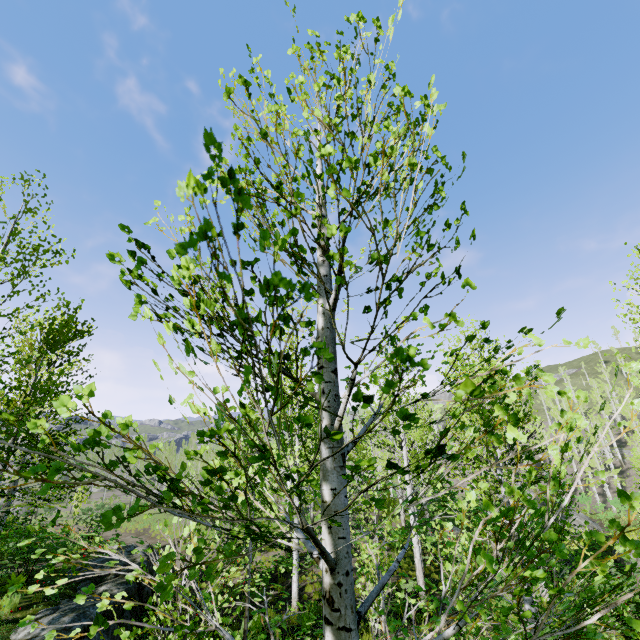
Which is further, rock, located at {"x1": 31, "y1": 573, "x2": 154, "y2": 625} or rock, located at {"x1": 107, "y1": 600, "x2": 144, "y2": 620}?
rock, located at {"x1": 107, "y1": 600, "x2": 144, "y2": 620}

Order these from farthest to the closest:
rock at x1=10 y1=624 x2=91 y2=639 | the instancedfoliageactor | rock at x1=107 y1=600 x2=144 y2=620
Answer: rock at x1=107 y1=600 x2=144 y2=620
rock at x1=10 y1=624 x2=91 y2=639
the instancedfoliageactor

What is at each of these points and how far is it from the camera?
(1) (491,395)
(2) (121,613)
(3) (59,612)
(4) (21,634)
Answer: (1) instancedfoliageactor, 1.68m
(2) rock, 10.12m
(3) rock, 8.68m
(4) rock, 7.86m

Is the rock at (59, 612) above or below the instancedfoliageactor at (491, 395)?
below

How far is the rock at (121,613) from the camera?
9.5m

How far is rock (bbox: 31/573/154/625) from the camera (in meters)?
8.08

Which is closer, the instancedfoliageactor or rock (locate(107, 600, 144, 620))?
the instancedfoliageactor
